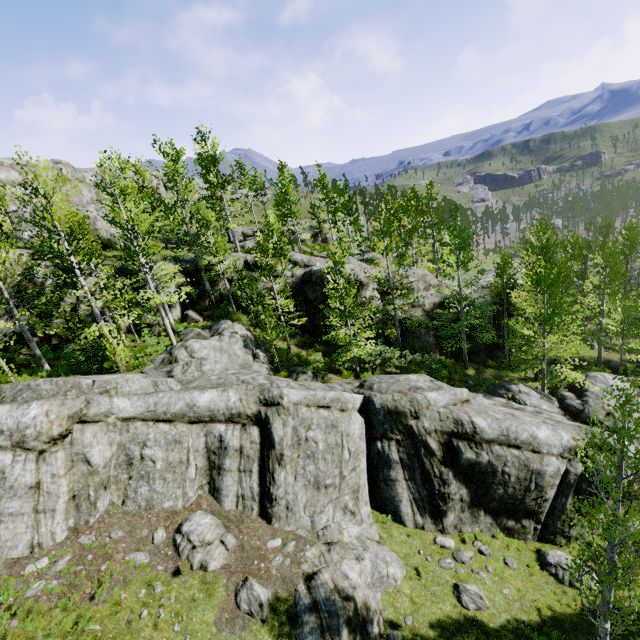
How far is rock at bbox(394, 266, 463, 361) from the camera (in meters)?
25.36

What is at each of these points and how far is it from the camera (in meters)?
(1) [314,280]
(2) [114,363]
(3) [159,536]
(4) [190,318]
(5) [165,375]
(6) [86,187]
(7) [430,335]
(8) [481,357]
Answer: (1) rock, 23.25
(2) instancedfoliageactor, 15.32
(3) rock, 10.59
(4) rock, 23.14
(5) rock, 15.21
(6) rock, 41.12
(7) rock, 25.44
(8) rock, 27.11

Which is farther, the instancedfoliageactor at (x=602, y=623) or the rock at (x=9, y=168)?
the rock at (x=9, y=168)

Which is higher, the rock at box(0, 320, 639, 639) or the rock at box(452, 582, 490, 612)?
the rock at box(0, 320, 639, 639)

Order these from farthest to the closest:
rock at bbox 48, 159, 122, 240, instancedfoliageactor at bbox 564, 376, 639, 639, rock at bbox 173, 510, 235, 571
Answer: rock at bbox 48, 159, 122, 240 → rock at bbox 173, 510, 235, 571 → instancedfoliageactor at bbox 564, 376, 639, 639

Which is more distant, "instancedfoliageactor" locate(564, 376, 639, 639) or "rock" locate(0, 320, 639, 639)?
"rock" locate(0, 320, 639, 639)

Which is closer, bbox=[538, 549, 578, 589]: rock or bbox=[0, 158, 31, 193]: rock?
bbox=[538, 549, 578, 589]: rock

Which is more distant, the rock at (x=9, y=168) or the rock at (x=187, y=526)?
the rock at (x=9, y=168)
